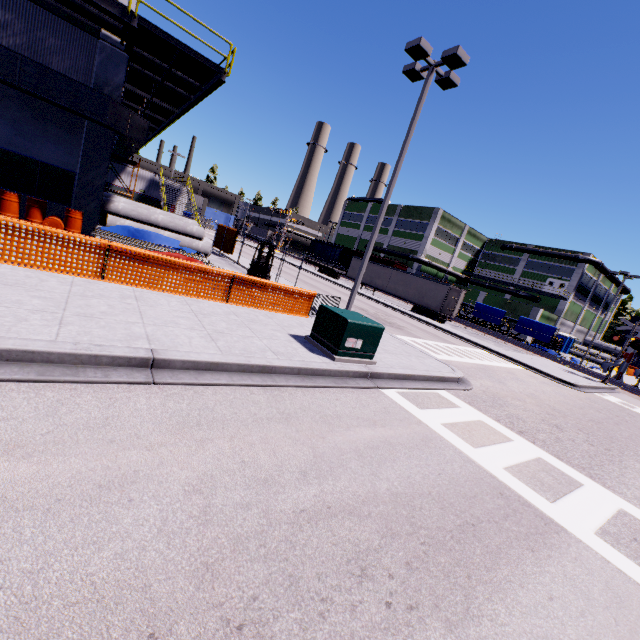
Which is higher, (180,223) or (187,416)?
(180,223)

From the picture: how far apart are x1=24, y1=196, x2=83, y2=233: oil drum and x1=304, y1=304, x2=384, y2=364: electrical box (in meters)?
11.15

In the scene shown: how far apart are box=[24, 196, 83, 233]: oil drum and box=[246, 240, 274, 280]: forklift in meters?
6.9 m

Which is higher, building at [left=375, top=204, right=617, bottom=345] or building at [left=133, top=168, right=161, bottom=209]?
building at [left=375, top=204, right=617, bottom=345]

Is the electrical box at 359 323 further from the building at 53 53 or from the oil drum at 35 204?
the oil drum at 35 204

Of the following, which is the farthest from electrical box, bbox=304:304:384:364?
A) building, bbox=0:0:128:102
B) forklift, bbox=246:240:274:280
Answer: forklift, bbox=246:240:274:280

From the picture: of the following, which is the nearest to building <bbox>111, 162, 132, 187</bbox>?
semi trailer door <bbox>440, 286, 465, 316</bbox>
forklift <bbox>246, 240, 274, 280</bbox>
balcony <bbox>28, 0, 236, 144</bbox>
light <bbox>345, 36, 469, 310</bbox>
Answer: balcony <bbox>28, 0, 236, 144</bbox>

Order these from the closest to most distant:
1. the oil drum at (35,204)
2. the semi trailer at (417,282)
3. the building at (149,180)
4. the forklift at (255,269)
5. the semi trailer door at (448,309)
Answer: the oil drum at (35,204), the forklift at (255,269), the semi trailer door at (448,309), the semi trailer at (417,282), the building at (149,180)
